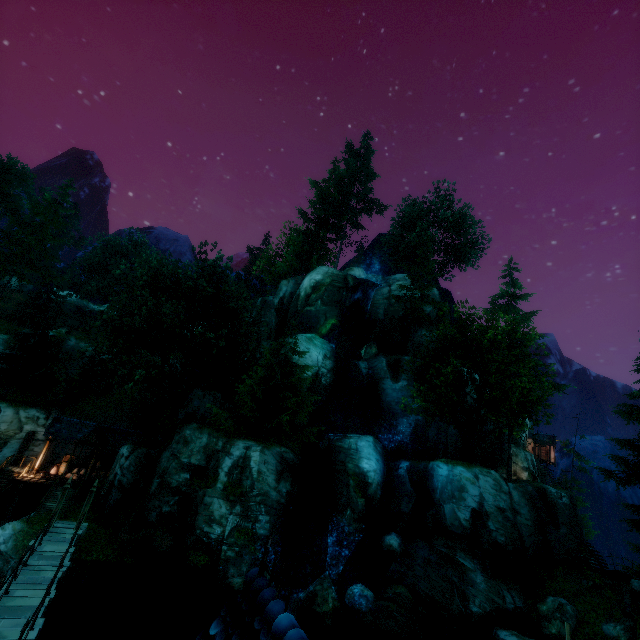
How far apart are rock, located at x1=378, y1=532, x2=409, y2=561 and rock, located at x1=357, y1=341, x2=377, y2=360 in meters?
15.1

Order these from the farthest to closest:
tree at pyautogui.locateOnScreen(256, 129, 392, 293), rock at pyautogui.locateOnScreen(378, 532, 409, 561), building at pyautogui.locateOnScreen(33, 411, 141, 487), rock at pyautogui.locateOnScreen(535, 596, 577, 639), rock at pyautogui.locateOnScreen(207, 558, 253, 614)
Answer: tree at pyautogui.locateOnScreen(256, 129, 392, 293), building at pyautogui.locateOnScreen(33, 411, 141, 487), rock at pyautogui.locateOnScreen(378, 532, 409, 561), rock at pyautogui.locateOnScreen(535, 596, 577, 639), rock at pyautogui.locateOnScreen(207, 558, 253, 614)

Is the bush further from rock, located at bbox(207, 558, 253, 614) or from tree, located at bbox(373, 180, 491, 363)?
rock, located at bbox(207, 558, 253, 614)

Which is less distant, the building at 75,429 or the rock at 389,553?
the rock at 389,553

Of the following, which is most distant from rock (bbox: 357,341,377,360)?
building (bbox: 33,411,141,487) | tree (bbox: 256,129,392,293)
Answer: building (bbox: 33,411,141,487)

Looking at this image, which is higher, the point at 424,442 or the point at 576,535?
the point at 424,442

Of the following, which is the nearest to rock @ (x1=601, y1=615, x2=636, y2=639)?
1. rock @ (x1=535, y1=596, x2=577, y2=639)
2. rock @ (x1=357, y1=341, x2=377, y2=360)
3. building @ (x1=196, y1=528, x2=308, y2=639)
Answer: rock @ (x1=535, y1=596, x2=577, y2=639)

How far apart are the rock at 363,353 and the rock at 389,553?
15.1m
